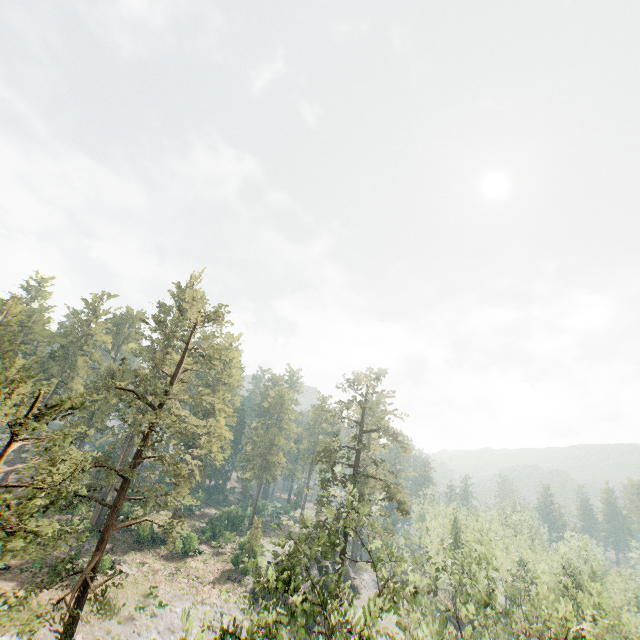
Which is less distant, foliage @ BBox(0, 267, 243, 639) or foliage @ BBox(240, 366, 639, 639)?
foliage @ BBox(0, 267, 243, 639)

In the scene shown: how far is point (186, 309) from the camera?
56.4 meters

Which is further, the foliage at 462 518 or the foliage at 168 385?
the foliage at 462 518
